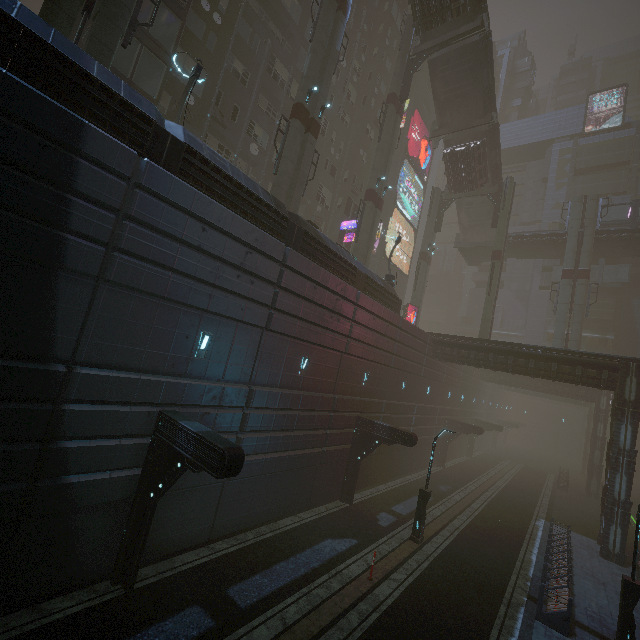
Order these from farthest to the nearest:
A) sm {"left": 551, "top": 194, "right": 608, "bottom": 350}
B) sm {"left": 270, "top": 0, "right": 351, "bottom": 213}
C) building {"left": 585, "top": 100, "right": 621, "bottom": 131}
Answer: building {"left": 585, "top": 100, "right": 621, "bottom": 131}, sm {"left": 551, "top": 194, "right": 608, "bottom": 350}, sm {"left": 270, "top": 0, "right": 351, "bottom": 213}

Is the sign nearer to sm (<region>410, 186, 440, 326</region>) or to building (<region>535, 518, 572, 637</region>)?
building (<region>535, 518, 572, 637</region>)

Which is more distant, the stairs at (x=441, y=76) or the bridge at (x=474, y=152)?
the bridge at (x=474, y=152)

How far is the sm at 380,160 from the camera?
26.0 meters

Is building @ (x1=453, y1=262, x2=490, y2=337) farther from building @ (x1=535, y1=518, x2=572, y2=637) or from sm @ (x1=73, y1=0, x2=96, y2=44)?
sm @ (x1=73, y1=0, x2=96, y2=44)

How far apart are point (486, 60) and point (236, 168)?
27.1m

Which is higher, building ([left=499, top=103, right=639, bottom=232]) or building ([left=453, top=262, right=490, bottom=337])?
building ([left=499, top=103, right=639, bottom=232])

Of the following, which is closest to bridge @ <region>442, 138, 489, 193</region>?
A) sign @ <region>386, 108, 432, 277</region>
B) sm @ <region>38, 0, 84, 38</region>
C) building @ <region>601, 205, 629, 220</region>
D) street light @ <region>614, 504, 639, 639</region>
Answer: sign @ <region>386, 108, 432, 277</region>
